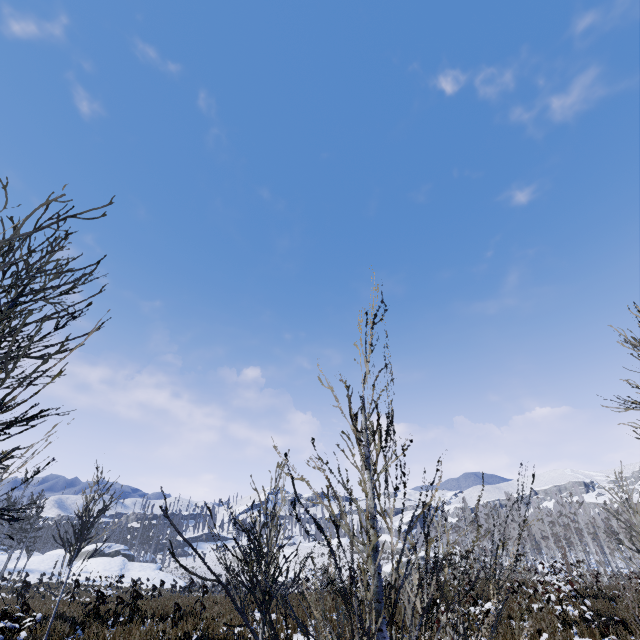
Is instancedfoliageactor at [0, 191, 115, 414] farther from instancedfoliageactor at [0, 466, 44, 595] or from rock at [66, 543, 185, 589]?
rock at [66, 543, 185, 589]

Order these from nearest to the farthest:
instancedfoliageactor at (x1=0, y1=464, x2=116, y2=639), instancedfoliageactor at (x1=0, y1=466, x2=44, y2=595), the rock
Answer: instancedfoliageactor at (x1=0, y1=466, x2=44, y2=595) < instancedfoliageactor at (x1=0, y1=464, x2=116, y2=639) < the rock

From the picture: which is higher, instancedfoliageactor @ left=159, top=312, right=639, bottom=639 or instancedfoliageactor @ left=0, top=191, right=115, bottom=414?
instancedfoliageactor @ left=0, top=191, right=115, bottom=414

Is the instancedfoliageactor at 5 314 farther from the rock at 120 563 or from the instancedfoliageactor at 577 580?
the rock at 120 563

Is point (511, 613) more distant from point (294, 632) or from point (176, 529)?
point (176, 529)

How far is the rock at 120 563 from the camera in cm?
3638

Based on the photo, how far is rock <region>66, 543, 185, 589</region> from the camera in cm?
3638

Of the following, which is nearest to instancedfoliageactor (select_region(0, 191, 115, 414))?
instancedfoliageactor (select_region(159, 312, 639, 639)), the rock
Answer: instancedfoliageactor (select_region(159, 312, 639, 639))
